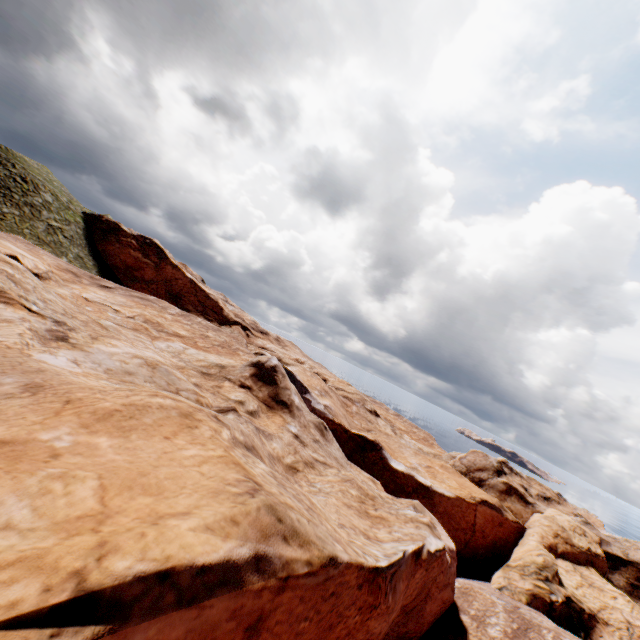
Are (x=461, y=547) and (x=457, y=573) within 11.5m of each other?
yes
